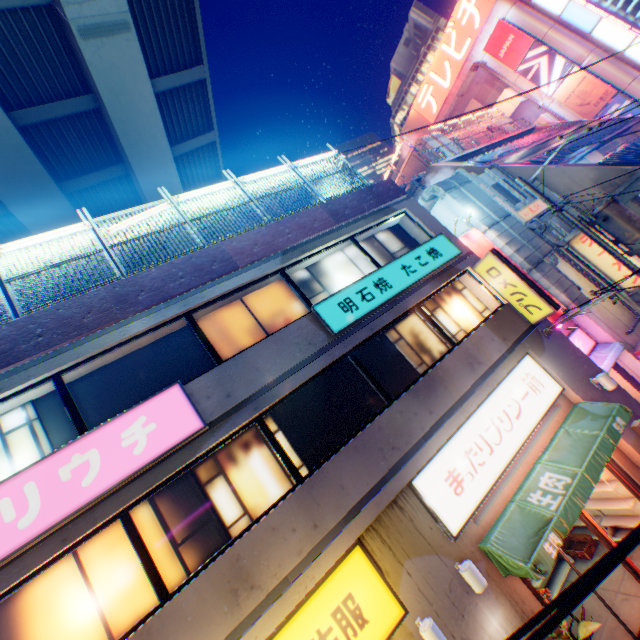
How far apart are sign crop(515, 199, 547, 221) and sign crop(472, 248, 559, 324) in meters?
7.1 m

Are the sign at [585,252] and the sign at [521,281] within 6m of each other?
no

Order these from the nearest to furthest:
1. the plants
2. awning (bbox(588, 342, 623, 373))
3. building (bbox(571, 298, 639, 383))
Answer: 1. the plants
2. awning (bbox(588, 342, 623, 373))
3. building (bbox(571, 298, 639, 383))

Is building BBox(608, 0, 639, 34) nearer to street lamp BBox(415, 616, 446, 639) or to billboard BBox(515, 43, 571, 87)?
billboard BBox(515, 43, 571, 87)

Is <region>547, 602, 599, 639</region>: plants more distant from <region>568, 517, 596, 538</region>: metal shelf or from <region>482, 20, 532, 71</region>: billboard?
<region>482, 20, 532, 71</region>: billboard

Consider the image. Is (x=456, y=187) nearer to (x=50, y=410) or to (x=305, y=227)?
(x=305, y=227)

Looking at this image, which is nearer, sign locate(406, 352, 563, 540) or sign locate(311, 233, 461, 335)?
sign locate(406, 352, 563, 540)

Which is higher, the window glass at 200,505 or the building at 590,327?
the window glass at 200,505
